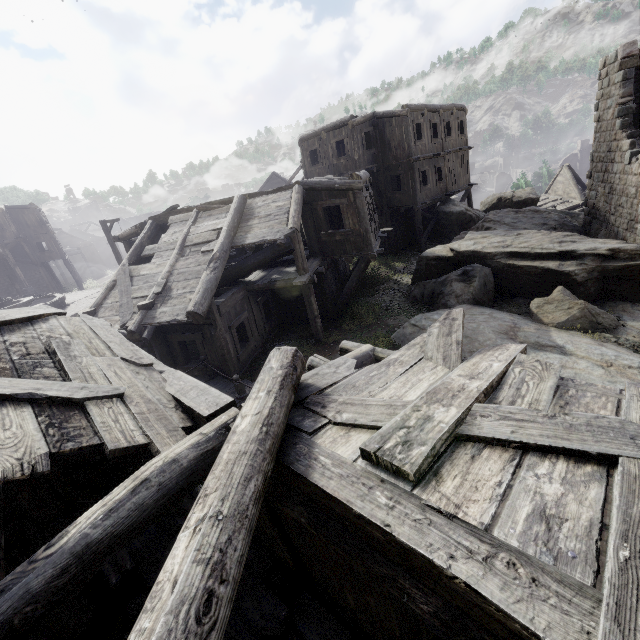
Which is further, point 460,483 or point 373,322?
point 373,322

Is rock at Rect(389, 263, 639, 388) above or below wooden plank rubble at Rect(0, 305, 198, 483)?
below

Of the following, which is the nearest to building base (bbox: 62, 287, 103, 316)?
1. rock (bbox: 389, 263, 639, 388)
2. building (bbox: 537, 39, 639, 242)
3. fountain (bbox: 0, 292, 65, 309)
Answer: fountain (bbox: 0, 292, 65, 309)

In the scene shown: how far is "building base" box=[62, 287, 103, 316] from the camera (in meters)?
19.78

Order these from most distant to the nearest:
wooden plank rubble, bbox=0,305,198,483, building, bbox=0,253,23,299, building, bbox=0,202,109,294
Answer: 1. building, bbox=0,253,23,299
2. building, bbox=0,202,109,294
3. wooden plank rubble, bbox=0,305,198,483

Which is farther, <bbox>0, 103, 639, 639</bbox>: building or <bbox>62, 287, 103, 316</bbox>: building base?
<bbox>62, 287, 103, 316</bbox>: building base

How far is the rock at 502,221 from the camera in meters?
15.9 m

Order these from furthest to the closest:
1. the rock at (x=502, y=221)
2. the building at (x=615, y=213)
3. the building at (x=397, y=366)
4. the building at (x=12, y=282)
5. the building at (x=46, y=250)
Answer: the building at (x=12, y=282) → the building at (x=46, y=250) → the rock at (x=502, y=221) → the building at (x=615, y=213) → the building at (x=397, y=366)
